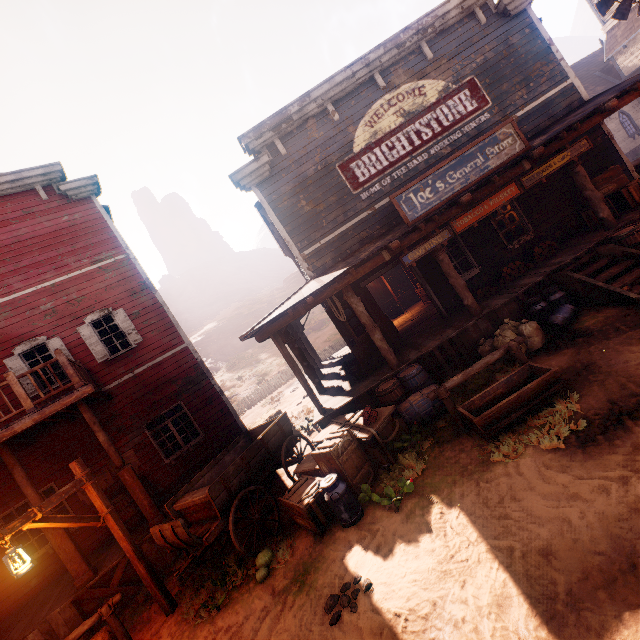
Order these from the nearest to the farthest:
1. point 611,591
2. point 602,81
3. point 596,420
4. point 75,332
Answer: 1. point 611,591
2. point 596,420
3. point 75,332
4. point 602,81

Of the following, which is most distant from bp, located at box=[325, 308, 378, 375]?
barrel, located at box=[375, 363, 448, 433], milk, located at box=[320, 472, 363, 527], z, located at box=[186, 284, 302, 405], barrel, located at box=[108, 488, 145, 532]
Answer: z, located at box=[186, 284, 302, 405]

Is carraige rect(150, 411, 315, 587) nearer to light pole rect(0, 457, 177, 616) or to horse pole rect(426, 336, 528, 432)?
light pole rect(0, 457, 177, 616)

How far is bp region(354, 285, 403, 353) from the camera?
9.6m

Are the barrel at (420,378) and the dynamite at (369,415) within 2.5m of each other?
yes

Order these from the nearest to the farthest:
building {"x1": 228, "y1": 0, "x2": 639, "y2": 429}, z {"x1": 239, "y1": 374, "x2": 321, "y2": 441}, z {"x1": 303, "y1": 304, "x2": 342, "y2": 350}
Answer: building {"x1": 228, "y1": 0, "x2": 639, "y2": 429} → z {"x1": 239, "y1": 374, "x2": 321, "y2": 441} → z {"x1": 303, "y1": 304, "x2": 342, "y2": 350}

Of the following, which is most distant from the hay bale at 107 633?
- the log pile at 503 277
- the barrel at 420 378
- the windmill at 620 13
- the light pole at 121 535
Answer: the windmill at 620 13

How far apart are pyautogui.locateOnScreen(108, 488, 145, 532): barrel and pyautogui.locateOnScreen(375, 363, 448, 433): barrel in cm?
758
